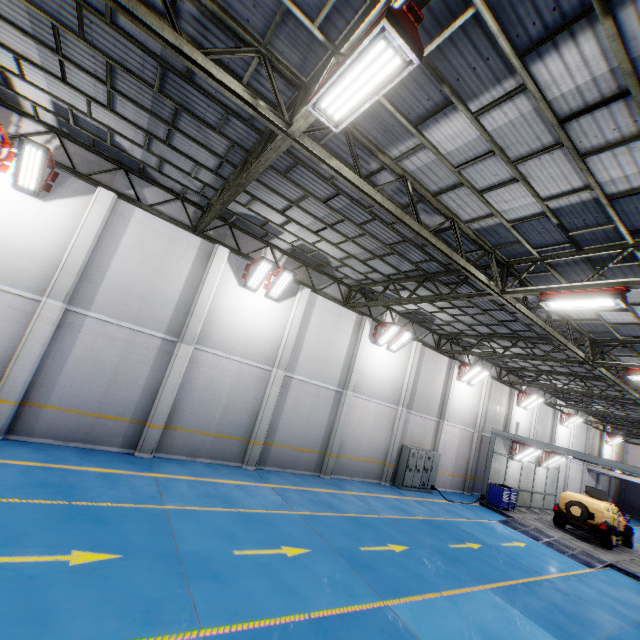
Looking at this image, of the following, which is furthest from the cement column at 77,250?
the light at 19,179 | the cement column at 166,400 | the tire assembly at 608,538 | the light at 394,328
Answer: the tire assembly at 608,538

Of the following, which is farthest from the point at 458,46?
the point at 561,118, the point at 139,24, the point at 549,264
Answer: the point at 549,264

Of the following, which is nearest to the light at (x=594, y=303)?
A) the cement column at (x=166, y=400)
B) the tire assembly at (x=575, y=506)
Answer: the cement column at (x=166, y=400)

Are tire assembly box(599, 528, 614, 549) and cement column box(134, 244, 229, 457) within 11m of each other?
no

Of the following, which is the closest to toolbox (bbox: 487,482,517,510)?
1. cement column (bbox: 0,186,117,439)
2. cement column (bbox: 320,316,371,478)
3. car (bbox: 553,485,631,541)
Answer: car (bbox: 553,485,631,541)

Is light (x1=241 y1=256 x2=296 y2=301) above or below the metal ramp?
above

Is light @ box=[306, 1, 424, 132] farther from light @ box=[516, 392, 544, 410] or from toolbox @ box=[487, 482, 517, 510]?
light @ box=[516, 392, 544, 410]

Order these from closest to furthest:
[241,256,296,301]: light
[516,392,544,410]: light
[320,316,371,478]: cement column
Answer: [241,256,296,301]: light
[320,316,371,478]: cement column
[516,392,544,410]: light
